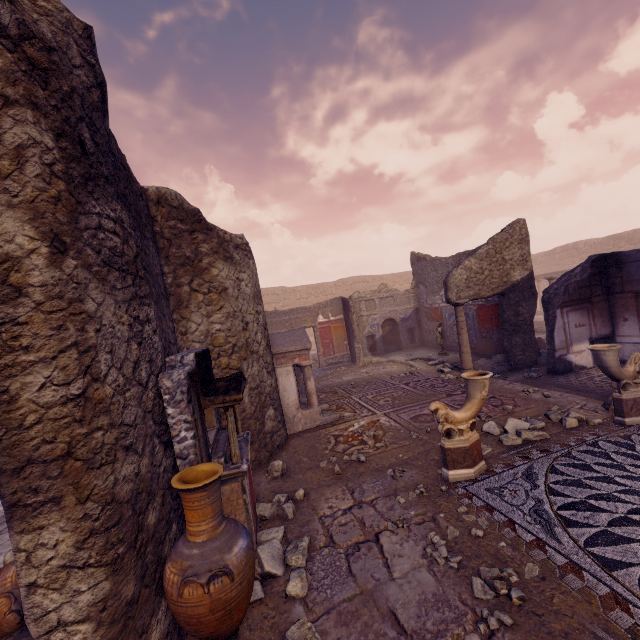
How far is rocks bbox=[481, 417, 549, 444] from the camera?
4.9 meters

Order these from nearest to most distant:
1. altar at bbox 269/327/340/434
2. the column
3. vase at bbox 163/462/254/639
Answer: vase at bbox 163/462/254/639, altar at bbox 269/327/340/434, the column

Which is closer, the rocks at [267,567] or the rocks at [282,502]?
the rocks at [267,567]

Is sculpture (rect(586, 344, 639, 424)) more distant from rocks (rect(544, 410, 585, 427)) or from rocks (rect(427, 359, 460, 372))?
rocks (rect(427, 359, 460, 372))

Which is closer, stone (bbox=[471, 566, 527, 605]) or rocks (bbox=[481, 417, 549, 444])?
stone (bbox=[471, 566, 527, 605])

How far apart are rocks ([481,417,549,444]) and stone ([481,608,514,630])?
2.4m

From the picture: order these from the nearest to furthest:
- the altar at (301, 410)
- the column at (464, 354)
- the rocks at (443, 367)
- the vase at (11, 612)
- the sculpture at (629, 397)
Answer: the vase at (11, 612), the sculpture at (629, 397), the altar at (301, 410), the column at (464, 354), the rocks at (443, 367)

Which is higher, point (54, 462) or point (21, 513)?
point (54, 462)
